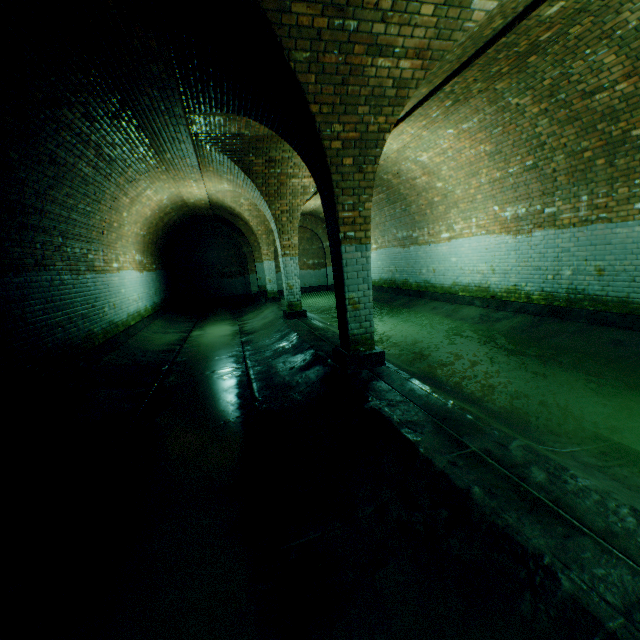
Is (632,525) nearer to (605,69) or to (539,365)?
(539,365)

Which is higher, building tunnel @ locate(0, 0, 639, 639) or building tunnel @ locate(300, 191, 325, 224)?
building tunnel @ locate(300, 191, 325, 224)

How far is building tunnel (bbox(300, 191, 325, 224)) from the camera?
13.7m

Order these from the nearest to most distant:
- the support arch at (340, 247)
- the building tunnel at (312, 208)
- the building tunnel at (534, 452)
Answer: the building tunnel at (534, 452), the support arch at (340, 247), the building tunnel at (312, 208)

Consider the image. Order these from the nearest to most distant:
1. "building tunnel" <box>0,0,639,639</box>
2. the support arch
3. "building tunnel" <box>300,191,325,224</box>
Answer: "building tunnel" <box>0,0,639,639</box>
the support arch
"building tunnel" <box>300,191,325,224</box>

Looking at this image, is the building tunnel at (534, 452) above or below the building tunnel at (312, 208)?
below

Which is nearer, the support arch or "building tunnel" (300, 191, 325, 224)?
the support arch
